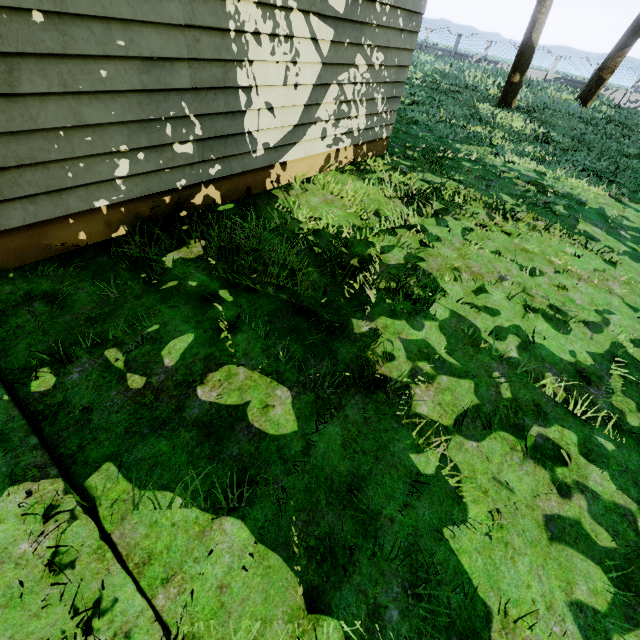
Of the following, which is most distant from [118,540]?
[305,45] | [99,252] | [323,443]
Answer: [305,45]

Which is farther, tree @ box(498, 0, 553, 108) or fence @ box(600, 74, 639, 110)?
fence @ box(600, 74, 639, 110)

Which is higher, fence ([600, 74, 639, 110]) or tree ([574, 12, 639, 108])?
tree ([574, 12, 639, 108])

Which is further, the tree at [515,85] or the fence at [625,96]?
the fence at [625,96]

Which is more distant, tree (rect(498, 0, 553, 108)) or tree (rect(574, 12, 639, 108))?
tree (rect(574, 12, 639, 108))

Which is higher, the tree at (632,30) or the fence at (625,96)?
the tree at (632,30)

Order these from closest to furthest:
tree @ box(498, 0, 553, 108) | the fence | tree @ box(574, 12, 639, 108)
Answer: tree @ box(498, 0, 553, 108) → tree @ box(574, 12, 639, 108) → the fence
